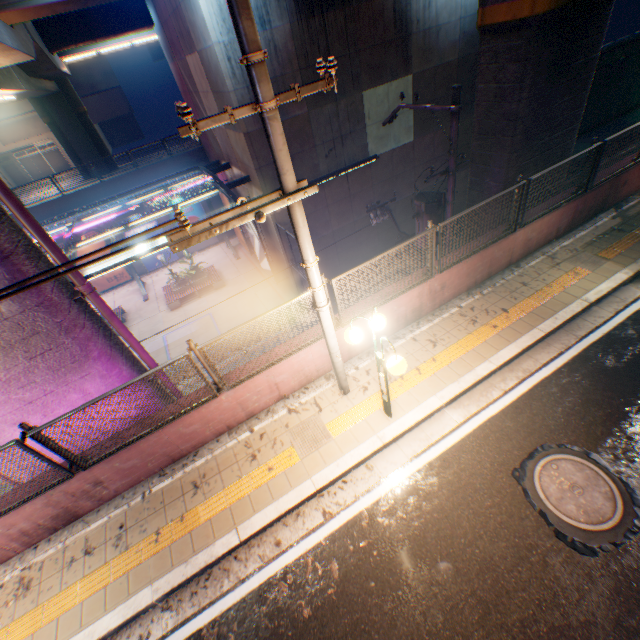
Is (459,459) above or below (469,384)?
below

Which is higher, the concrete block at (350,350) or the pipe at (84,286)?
the pipe at (84,286)

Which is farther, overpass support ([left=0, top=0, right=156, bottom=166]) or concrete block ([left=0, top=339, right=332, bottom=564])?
overpass support ([left=0, top=0, right=156, bottom=166])

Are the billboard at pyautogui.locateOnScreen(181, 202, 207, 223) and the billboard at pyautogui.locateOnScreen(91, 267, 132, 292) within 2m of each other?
no

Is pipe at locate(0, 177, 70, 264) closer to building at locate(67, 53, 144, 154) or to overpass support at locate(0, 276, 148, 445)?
overpass support at locate(0, 276, 148, 445)

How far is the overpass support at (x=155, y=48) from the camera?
52.2 meters

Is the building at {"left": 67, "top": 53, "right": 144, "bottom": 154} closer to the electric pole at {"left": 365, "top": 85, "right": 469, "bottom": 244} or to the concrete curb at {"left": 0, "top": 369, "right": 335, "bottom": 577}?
the electric pole at {"left": 365, "top": 85, "right": 469, "bottom": 244}

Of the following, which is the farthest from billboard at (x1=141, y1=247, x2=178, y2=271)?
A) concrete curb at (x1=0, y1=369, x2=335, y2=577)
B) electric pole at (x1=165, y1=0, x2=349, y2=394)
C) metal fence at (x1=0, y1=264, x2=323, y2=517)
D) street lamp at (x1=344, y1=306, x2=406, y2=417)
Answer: street lamp at (x1=344, y1=306, x2=406, y2=417)
